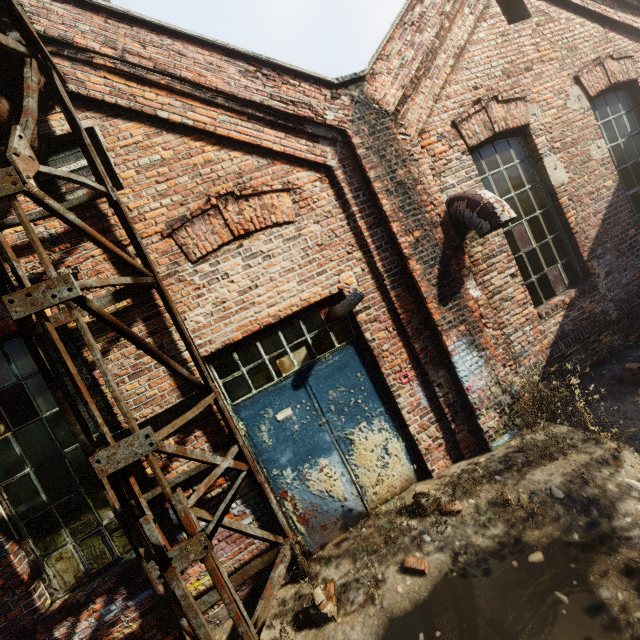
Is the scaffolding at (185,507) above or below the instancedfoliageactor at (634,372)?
above

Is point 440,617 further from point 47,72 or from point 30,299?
point 47,72

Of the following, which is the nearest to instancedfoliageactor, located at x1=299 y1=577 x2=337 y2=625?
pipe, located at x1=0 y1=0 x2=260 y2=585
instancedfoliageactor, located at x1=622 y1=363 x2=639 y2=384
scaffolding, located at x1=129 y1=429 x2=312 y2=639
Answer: scaffolding, located at x1=129 y1=429 x2=312 y2=639

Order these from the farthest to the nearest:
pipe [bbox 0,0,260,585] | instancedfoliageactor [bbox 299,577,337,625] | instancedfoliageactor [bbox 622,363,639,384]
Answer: instancedfoliageactor [bbox 622,363,639,384]
instancedfoliageactor [bbox 299,577,337,625]
pipe [bbox 0,0,260,585]

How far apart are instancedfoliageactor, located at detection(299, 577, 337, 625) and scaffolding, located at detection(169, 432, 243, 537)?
0.3m

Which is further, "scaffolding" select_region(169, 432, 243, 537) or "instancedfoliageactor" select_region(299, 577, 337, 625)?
"instancedfoliageactor" select_region(299, 577, 337, 625)

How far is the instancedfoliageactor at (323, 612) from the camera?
A: 3.2m

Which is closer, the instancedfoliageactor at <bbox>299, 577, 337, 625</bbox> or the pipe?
the pipe
